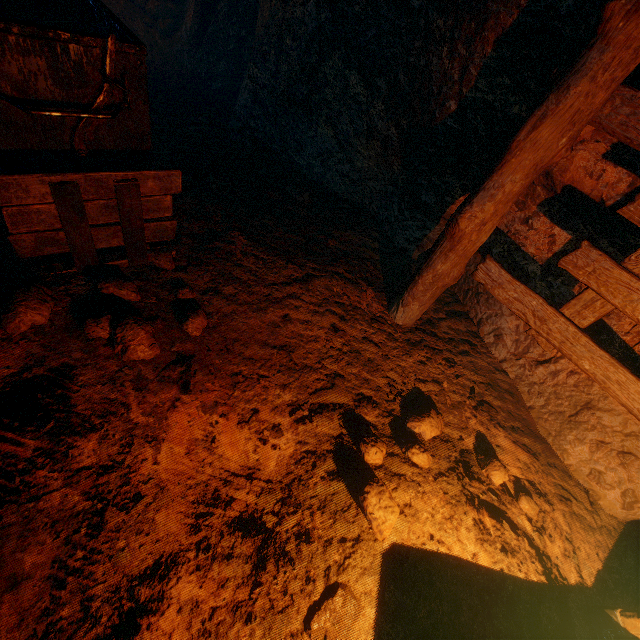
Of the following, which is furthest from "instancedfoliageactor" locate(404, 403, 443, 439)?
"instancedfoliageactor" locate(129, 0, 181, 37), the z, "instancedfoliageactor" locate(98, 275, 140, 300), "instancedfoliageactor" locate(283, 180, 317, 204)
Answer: "instancedfoliageactor" locate(129, 0, 181, 37)

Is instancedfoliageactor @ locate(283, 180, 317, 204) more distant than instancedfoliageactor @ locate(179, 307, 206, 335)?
Yes

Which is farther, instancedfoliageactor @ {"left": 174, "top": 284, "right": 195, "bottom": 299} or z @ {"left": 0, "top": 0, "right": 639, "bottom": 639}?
instancedfoliageactor @ {"left": 174, "top": 284, "right": 195, "bottom": 299}

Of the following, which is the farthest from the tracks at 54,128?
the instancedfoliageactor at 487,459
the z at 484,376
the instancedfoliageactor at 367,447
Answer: the instancedfoliageactor at 487,459

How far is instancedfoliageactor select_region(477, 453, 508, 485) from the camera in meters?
2.5 m

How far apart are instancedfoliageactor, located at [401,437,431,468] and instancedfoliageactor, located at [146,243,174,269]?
2.5 meters

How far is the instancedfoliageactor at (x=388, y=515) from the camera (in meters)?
1.99

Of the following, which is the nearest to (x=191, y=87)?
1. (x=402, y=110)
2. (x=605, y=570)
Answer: (x=402, y=110)
